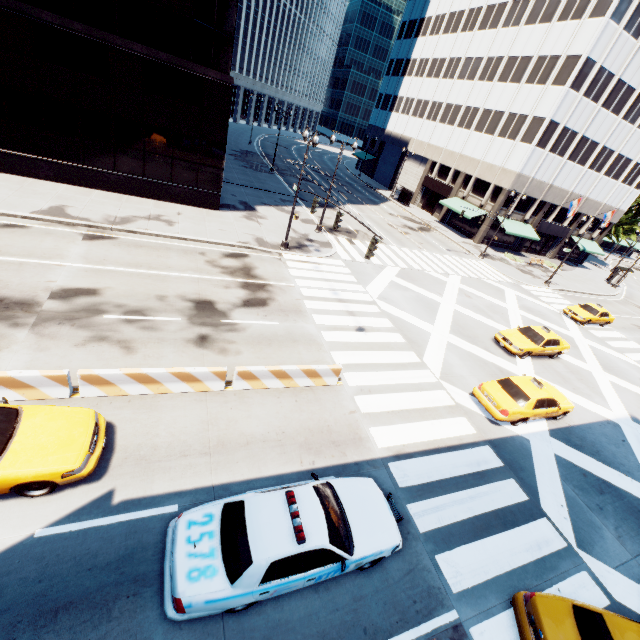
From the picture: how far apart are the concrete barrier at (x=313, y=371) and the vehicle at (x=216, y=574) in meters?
3.8 m

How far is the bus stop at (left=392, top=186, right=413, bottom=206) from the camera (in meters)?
49.06

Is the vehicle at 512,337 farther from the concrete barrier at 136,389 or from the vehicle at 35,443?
the vehicle at 35,443

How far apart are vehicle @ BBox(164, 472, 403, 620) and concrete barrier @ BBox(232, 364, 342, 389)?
3.83m

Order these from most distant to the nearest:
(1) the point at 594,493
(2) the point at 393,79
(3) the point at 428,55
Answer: (2) the point at 393,79 < (3) the point at 428,55 < (1) the point at 594,493

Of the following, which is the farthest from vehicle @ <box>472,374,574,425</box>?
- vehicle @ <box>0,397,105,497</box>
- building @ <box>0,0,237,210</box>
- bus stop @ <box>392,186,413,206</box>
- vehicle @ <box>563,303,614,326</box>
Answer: bus stop @ <box>392,186,413,206</box>

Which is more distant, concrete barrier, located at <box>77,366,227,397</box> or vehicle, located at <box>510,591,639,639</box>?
concrete barrier, located at <box>77,366,227,397</box>

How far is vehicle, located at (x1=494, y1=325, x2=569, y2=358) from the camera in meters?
18.5
